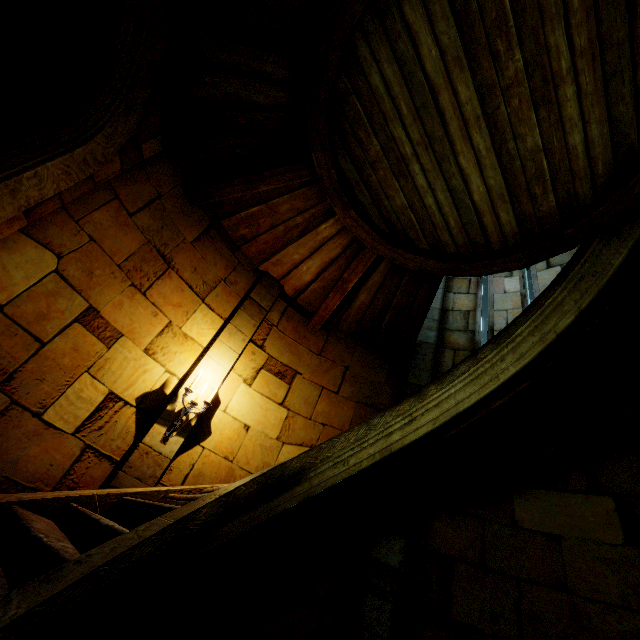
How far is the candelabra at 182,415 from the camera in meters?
4.4 m

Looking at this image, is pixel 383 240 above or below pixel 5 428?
above

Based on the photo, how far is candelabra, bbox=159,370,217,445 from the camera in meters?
4.4 m
